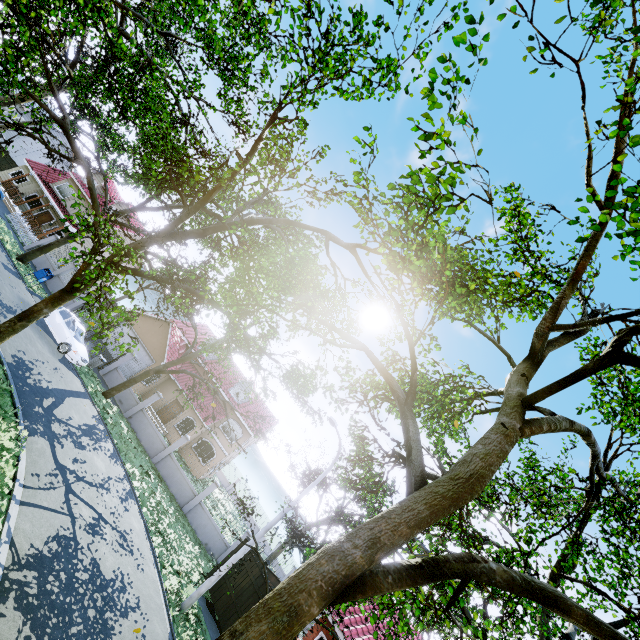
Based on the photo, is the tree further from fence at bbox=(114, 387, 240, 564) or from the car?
the car

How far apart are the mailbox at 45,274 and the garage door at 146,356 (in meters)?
7.78

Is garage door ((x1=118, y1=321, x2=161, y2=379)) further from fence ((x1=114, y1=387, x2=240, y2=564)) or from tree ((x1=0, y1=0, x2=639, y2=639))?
fence ((x1=114, y1=387, x2=240, y2=564))

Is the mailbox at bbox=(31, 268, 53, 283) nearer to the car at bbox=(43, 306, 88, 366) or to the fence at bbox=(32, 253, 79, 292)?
the car at bbox=(43, 306, 88, 366)

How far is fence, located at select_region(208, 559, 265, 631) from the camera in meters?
14.1 m

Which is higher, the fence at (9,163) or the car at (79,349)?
the fence at (9,163)

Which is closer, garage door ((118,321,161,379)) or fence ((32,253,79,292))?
fence ((32,253,79,292))

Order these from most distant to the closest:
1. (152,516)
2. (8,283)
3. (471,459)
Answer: (8,283) → (152,516) → (471,459)
